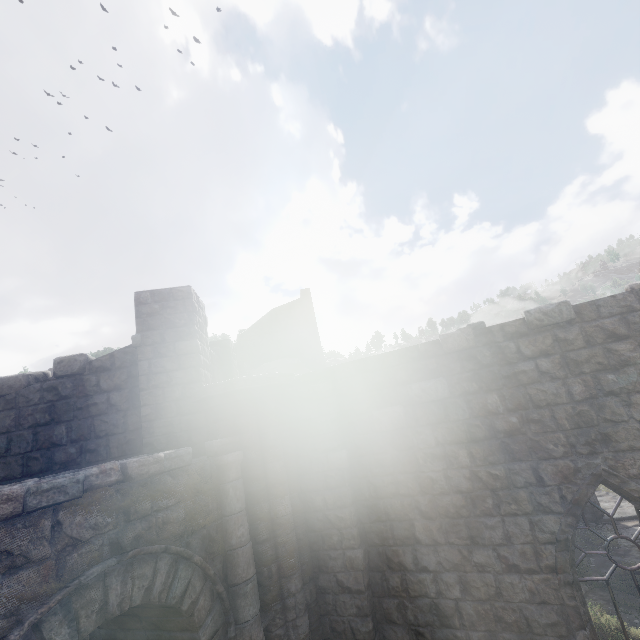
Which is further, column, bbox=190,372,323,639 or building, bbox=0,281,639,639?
column, bbox=190,372,323,639

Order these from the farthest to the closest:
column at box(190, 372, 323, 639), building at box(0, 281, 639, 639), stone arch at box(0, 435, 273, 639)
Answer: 1. column at box(190, 372, 323, 639)
2. building at box(0, 281, 639, 639)
3. stone arch at box(0, 435, 273, 639)

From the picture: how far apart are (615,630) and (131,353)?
12.04m

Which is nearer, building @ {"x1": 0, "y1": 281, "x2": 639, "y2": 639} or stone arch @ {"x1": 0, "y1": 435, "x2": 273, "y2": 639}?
stone arch @ {"x1": 0, "y1": 435, "x2": 273, "y2": 639}

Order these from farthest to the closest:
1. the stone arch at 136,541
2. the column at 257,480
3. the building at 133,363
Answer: the column at 257,480, the building at 133,363, the stone arch at 136,541

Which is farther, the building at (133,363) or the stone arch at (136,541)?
the building at (133,363)

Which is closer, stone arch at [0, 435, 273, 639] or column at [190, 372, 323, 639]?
stone arch at [0, 435, 273, 639]
